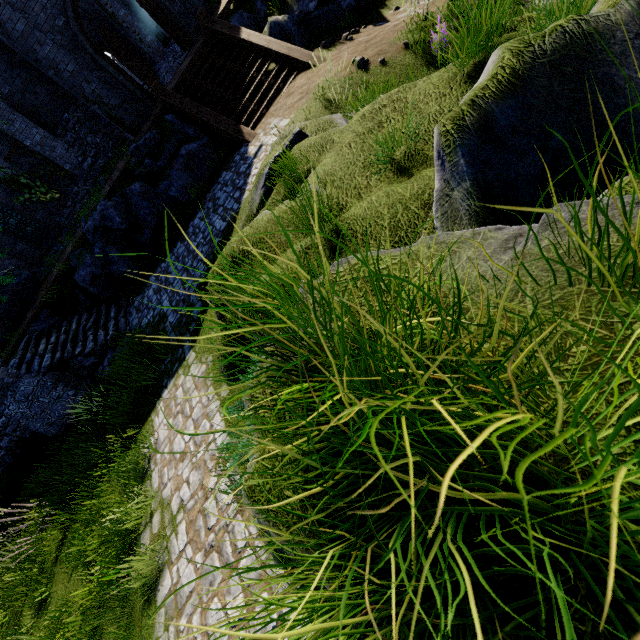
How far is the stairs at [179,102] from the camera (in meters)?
10.35

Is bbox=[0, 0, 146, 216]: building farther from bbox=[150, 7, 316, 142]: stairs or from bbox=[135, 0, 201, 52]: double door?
bbox=[150, 7, 316, 142]: stairs

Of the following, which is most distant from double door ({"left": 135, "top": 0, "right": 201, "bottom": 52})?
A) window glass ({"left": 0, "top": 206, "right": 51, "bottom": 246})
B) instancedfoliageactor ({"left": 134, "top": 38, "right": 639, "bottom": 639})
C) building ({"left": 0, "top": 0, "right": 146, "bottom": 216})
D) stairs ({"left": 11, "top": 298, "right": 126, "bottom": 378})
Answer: instancedfoliageactor ({"left": 134, "top": 38, "right": 639, "bottom": 639})

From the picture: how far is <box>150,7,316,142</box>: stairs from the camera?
10.4 meters

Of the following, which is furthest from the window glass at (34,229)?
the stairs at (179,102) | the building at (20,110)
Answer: Answer: the stairs at (179,102)

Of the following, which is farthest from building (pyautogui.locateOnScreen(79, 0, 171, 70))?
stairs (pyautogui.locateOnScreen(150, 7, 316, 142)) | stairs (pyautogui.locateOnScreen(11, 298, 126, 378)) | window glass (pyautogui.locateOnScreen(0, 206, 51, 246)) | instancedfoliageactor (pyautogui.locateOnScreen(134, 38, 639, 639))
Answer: instancedfoliageactor (pyautogui.locateOnScreen(134, 38, 639, 639))

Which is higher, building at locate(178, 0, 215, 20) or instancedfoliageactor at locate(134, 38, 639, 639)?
building at locate(178, 0, 215, 20)

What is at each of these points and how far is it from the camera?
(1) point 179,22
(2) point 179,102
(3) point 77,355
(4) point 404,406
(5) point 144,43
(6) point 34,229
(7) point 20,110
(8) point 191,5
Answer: (1) double door, 12.91m
(2) stairs, 11.24m
(3) stairs, 10.32m
(4) instancedfoliageactor, 0.93m
(5) building, 18.69m
(6) window glass, 15.66m
(7) building, 13.65m
(8) building, 13.02m
